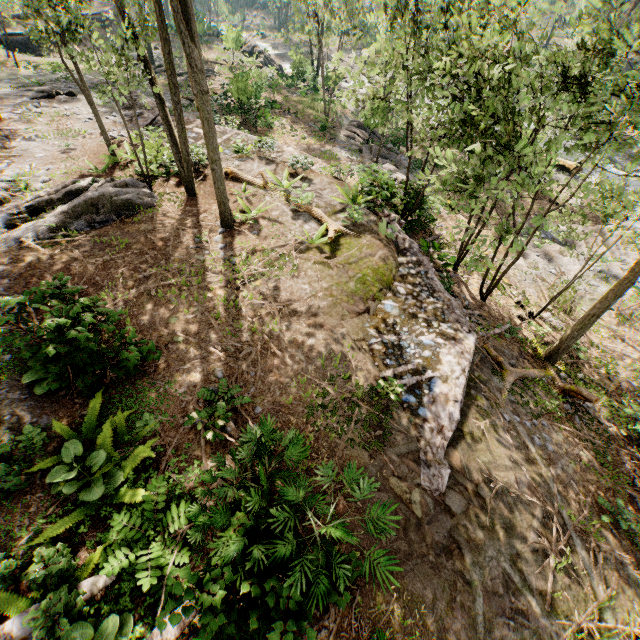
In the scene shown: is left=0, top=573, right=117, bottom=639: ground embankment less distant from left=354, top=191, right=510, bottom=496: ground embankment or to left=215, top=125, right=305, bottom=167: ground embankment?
left=354, top=191, right=510, bottom=496: ground embankment

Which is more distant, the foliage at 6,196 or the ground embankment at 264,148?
the ground embankment at 264,148

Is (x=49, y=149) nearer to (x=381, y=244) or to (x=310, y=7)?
(x=381, y=244)

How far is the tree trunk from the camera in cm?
2525

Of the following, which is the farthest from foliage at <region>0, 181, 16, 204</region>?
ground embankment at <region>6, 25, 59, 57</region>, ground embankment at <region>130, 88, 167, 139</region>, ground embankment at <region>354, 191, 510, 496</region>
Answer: ground embankment at <region>6, 25, 59, 57</region>

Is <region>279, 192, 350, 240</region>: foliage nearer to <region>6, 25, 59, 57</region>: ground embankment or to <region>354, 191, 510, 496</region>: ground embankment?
<region>354, 191, 510, 496</region>: ground embankment

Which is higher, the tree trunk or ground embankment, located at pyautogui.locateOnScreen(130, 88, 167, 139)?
ground embankment, located at pyautogui.locateOnScreen(130, 88, 167, 139)

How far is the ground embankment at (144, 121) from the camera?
16.1 meters
